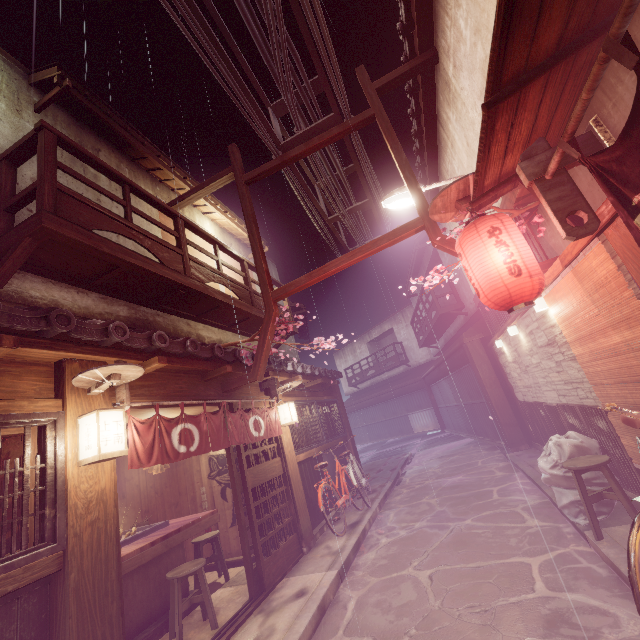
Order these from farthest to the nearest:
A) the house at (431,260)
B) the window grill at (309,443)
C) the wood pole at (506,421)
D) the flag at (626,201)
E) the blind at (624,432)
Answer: the house at (431,260) → the wood pole at (506,421) → the window grill at (309,443) → the blind at (624,432) → the flag at (626,201)

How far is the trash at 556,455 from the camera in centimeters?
755cm

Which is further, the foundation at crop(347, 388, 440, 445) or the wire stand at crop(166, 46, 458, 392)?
the foundation at crop(347, 388, 440, 445)

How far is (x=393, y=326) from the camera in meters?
44.6 m

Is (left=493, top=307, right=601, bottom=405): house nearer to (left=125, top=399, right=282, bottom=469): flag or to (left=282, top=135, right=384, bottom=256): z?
(left=282, top=135, right=384, bottom=256): z

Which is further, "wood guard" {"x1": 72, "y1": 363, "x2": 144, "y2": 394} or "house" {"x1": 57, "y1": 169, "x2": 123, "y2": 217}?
"house" {"x1": 57, "y1": 169, "x2": 123, "y2": 217}

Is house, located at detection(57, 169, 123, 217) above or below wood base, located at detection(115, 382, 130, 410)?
above

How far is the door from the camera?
8.47m
